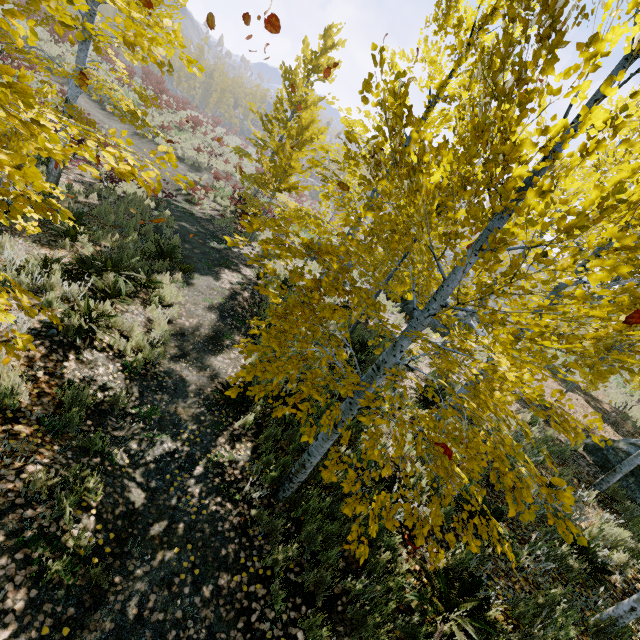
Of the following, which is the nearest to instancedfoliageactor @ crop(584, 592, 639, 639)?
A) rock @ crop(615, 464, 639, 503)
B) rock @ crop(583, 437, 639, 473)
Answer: rock @ crop(615, 464, 639, 503)

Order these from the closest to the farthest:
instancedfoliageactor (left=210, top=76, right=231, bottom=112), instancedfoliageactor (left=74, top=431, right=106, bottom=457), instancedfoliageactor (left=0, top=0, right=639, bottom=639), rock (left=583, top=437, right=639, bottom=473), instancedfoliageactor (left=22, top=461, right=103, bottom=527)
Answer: Result:
1. instancedfoliageactor (left=0, top=0, right=639, bottom=639)
2. instancedfoliageactor (left=22, top=461, right=103, bottom=527)
3. instancedfoliageactor (left=74, top=431, right=106, bottom=457)
4. rock (left=583, top=437, right=639, bottom=473)
5. instancedfoliageactor (left=210, top=76, right=231, bottom=112)

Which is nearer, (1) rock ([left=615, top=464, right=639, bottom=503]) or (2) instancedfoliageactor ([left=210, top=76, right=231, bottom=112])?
(1) rock ([left=615, top=464, right=639, bottom=503])

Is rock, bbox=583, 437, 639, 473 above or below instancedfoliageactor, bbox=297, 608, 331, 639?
above

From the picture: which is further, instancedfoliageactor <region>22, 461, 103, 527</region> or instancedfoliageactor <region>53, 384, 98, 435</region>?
instancedfoliageactor <region>53, 384, 98, 435</region>

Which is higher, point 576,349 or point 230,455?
point 576,349

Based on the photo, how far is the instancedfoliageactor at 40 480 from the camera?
2.97m
